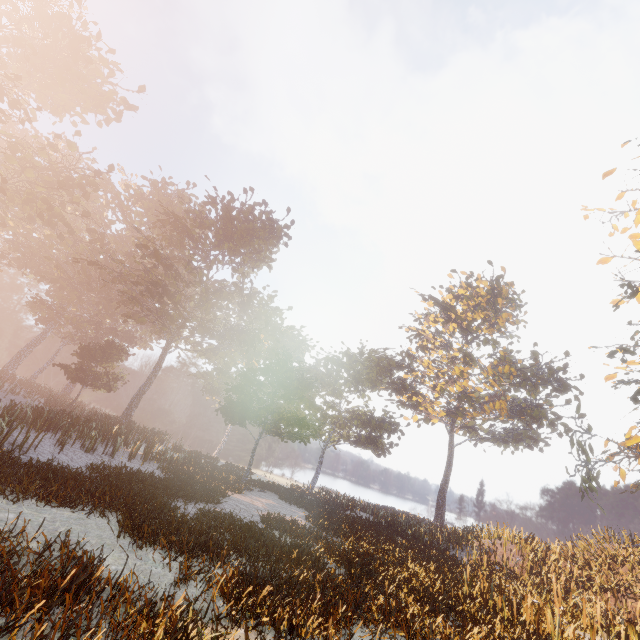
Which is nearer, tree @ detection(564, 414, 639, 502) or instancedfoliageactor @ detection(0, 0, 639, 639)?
instancedfoliageactor @ detection(0, 0, 639, 639)

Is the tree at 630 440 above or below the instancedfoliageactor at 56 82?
above

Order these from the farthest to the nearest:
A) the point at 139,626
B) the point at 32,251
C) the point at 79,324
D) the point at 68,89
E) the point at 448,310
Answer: the point at 79,324
the point at 448,310
the point at 32,251
the point at 68,89
the point at 139,626

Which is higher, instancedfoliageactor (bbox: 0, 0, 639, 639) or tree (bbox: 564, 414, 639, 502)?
tree (bbox: 564, 414, 639, 502)

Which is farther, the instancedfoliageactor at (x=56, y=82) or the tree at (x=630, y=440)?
the tree at (x=630, y=440)
